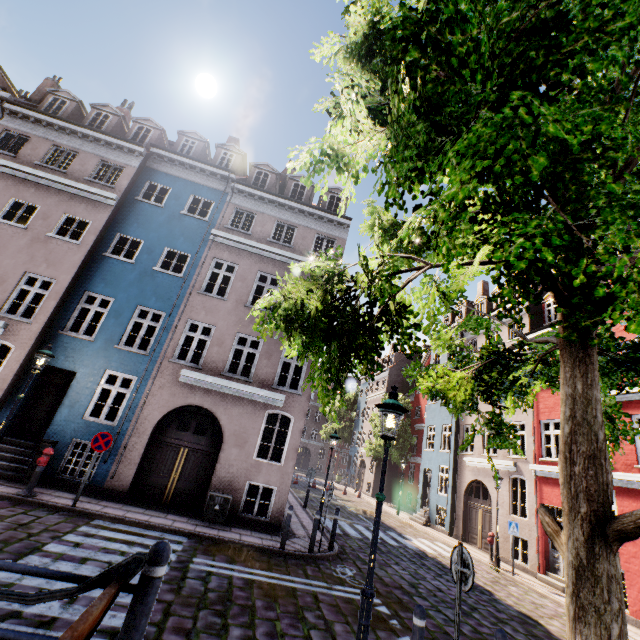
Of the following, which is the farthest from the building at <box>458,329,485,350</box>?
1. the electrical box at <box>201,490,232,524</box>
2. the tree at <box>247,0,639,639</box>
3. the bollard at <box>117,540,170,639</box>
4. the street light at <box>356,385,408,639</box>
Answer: the bollard at <box>117,540,170,639</box>

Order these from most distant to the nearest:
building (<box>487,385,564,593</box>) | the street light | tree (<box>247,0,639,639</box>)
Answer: building (<box>487,385,564,593</box>), the street light, tree (<box>247,0,639,639</box>)

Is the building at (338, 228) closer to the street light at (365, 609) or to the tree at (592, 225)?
the tree at (592, 225)

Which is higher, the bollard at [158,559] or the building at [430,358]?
the building at [430,358]

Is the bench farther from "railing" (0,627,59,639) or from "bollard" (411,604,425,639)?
"bollard" (411,604,425,639)

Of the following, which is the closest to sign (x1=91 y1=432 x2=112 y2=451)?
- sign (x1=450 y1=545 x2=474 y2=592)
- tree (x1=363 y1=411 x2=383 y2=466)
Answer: sign (x1=450 y1=545 x2=474 y2=592)

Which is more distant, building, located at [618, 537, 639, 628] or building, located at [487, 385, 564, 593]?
building, located at [487, 385, 564, 593]

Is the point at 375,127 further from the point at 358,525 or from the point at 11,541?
the point at 358,525
